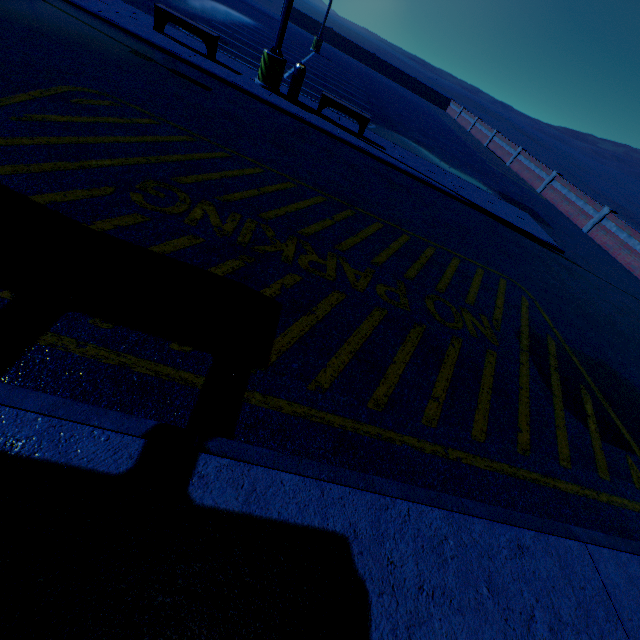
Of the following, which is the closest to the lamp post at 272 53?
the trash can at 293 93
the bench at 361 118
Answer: the trash can at 293 93

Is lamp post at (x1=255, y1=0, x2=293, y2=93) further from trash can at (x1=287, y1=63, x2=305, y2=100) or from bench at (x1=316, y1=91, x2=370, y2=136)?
bench at (x1=316, y1=91, x2=370, y2=136)

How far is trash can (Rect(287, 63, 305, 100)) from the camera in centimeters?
1023cm

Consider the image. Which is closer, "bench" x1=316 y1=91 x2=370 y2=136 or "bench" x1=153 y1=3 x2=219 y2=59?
"bench" x1=153 y1=3 x2=219 y2=59

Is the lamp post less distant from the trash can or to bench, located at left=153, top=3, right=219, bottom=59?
the trash can

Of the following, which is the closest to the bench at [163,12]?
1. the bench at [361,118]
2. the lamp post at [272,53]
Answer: the lamp post at [272,53]

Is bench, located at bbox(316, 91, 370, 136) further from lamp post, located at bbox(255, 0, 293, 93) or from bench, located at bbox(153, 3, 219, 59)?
bench, located at bbox(153, 3, 219, 59)

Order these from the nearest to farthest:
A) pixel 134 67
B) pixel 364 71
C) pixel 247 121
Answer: pixel 134 67, pixel 247 121, pixel 364 71
